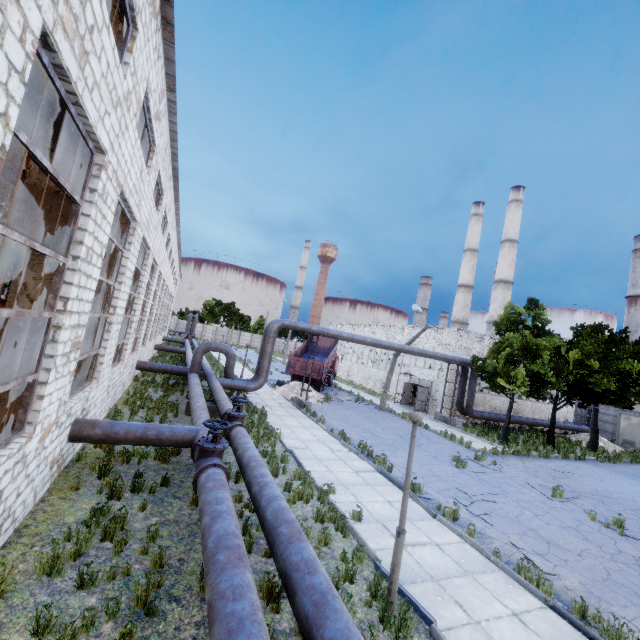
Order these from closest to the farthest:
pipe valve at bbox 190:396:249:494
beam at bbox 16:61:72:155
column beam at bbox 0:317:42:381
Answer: beam at bbox 16:61:72:155, column beam at bbox 0:317:42:381, pipe valve at bbox 190:396:249:494

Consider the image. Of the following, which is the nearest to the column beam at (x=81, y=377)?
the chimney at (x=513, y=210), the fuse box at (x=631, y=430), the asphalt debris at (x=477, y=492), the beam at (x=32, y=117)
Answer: the beam at (x=32, y=117)

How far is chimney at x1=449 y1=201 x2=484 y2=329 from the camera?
52.5m

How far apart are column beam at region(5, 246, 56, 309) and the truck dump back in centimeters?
2032cm

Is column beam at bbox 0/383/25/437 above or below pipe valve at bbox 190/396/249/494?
above

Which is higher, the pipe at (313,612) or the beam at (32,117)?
the beam at (32,117)

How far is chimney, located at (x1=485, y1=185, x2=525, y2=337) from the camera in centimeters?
4622cm

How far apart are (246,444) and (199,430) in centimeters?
154cm
